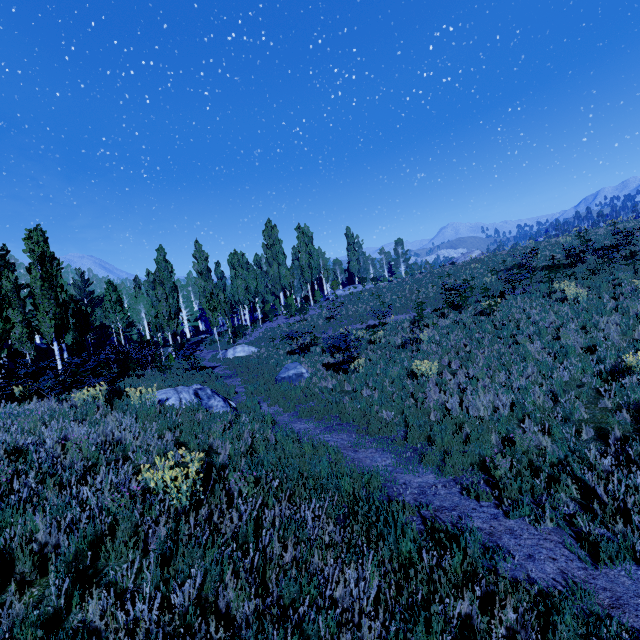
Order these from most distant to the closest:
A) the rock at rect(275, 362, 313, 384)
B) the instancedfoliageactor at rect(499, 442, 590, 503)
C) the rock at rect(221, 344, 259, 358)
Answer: the rock at rect(221, 344, 259, 358)
the rock at rect(275, 362, 313, 384)
the instancedfoliageactor at rect(499, 442, 590, 503)

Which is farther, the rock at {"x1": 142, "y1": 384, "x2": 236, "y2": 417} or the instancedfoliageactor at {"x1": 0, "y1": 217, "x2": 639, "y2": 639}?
the rock at {"x1": 142, "y1": 384, "x2": 236, "y2": 417}

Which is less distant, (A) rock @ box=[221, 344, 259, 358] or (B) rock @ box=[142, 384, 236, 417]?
(B) rock @ box=[142, 384, 236, 417]

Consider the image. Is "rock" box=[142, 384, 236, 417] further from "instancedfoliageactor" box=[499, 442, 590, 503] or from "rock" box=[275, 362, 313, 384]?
"rock" box=[275, 362, 313, 384]

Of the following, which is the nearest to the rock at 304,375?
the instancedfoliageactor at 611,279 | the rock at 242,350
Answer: the instancedfoliageactor at 611,279

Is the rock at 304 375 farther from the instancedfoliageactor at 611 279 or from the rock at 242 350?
the rock at 242 350

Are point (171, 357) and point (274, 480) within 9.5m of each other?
no

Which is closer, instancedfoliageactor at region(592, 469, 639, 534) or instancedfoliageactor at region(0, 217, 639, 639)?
instancedfoliageactor at region(0, 217, 639, 639)
